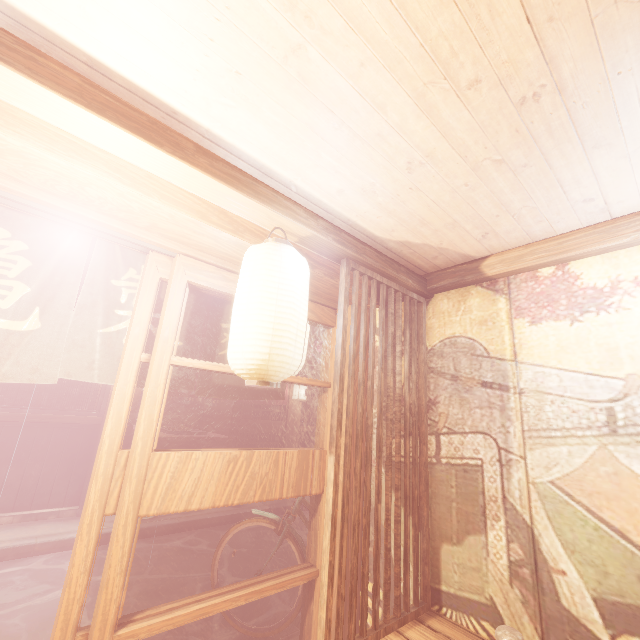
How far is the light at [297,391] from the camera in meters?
15.1 m

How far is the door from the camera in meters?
4.7

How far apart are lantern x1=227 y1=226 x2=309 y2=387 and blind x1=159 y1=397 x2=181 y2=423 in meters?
24.7

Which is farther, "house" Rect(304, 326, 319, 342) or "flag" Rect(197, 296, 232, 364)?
"house" Rect(304, 326, 319, 342)

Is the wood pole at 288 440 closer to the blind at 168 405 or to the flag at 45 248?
the flag at 45 248

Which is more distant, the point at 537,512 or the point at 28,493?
the point at 28,493

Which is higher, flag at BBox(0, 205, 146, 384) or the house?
the house

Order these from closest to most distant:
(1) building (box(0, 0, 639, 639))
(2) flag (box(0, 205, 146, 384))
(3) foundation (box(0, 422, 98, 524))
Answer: (1) building (box(0, 0, 639, 639)) → (2) flag (box(0, 205, 146, 384)) → (3) foundation (box(0, 422, 98, 524))
